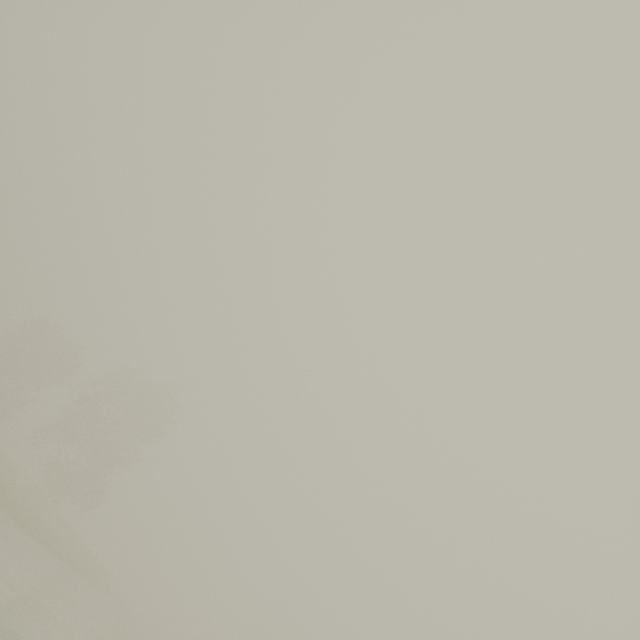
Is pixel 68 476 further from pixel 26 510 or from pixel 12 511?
pixel 12 511
